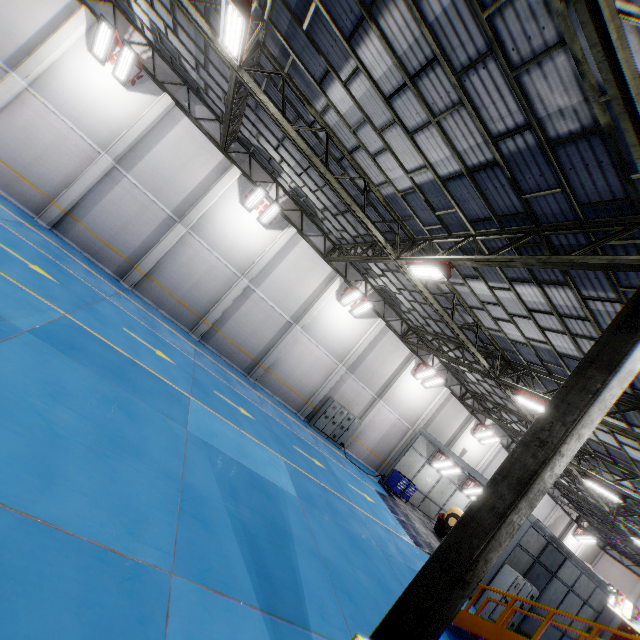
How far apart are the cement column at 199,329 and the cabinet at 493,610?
17.3 meters

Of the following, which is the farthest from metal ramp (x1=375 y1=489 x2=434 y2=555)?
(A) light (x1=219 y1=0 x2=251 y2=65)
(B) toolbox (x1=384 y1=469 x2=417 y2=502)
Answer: (A) light (x1=219 y1=0 x2=251 y2=65)

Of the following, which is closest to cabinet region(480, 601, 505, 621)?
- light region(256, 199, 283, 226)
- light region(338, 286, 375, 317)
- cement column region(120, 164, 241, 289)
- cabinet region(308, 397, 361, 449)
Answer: cabinet region(308, 397, 361, 449)

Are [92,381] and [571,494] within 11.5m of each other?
no

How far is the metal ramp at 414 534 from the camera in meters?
15.1 m

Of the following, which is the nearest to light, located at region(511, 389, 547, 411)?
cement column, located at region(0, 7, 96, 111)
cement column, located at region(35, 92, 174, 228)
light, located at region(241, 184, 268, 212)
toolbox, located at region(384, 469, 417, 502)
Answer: toolbox, located at region(384, 469, 417, 502)

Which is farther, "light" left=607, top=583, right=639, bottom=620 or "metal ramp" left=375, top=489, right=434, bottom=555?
"light" left=607, top=583, right=639, bottom=620

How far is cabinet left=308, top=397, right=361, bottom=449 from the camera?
19.8m
